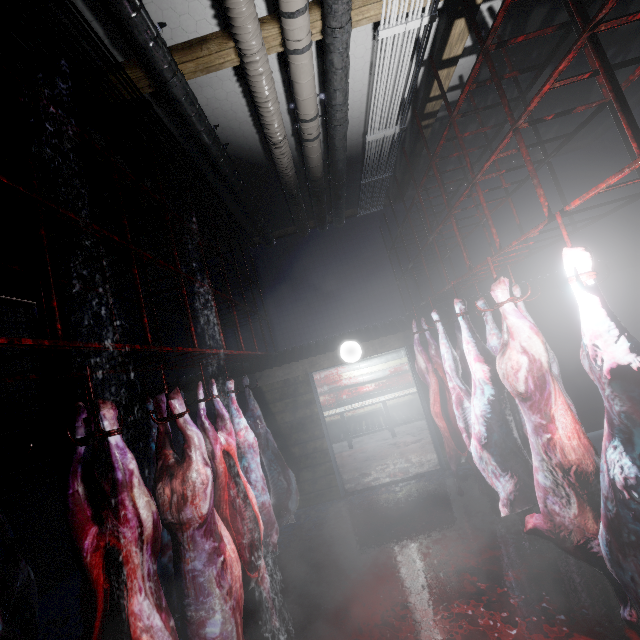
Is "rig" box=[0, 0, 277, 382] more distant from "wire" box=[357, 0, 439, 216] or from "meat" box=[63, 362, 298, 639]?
"wire" box=[357, 0, 439, 216]

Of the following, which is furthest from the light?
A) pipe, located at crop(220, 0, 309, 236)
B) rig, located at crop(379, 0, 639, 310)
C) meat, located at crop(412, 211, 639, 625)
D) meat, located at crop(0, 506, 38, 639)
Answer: meat, located at crop(0, 506, 38, 639)

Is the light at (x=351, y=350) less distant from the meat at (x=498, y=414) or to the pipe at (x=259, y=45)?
the pipe at (x=259, y=45)

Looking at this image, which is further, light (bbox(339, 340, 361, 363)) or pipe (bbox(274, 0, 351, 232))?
light (bbox(339, 340, 361, 363))

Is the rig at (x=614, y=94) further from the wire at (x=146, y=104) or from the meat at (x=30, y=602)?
the meat at (x=30, y=602)

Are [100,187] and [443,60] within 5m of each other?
yes

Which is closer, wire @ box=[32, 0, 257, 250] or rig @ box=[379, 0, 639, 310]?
rig @ box=[379, 0, 639, 310]

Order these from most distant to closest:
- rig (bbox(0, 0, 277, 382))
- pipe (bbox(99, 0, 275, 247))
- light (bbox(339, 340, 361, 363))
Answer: light (bbox(339, 340, 361, 363)), pipe (bbox(99, 0, 275, 247)), rig (bbox(0, 0, 277, 382))
